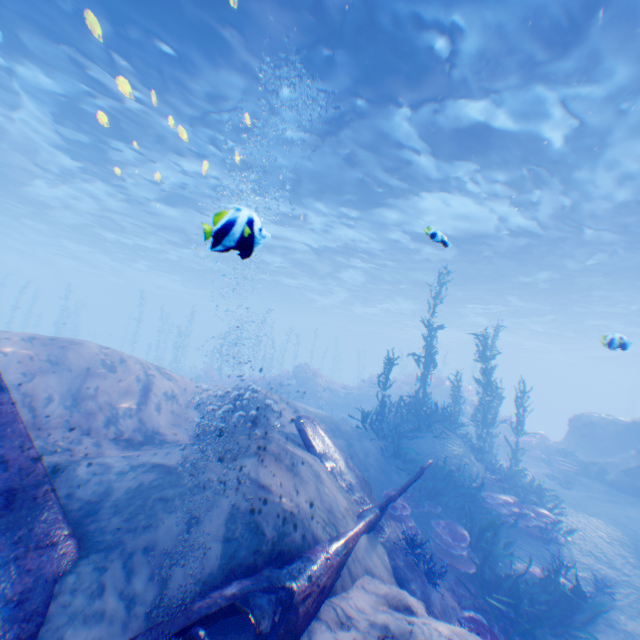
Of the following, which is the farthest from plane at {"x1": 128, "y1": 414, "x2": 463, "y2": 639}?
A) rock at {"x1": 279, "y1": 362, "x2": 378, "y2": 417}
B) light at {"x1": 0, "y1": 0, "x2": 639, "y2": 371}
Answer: rock at {"x1": 279, "y1": 362, "x2": 378, "y2": 417}

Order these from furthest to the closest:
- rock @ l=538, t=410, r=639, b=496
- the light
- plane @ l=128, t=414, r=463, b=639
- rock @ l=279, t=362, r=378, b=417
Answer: rock @ l=279, t=362, r=378, b=417 → rock @ l=538, t=410, r=639, b=496 → the light → plane @ l=128, t=414, r=463, b=639

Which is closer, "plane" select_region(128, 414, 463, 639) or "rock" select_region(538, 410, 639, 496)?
"plane" select_region(128, 414, 463, 639)

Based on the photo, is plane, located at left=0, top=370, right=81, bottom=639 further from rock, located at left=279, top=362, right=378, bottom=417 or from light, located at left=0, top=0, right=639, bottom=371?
rock, located at left=279, top=362, right=378, bottom=417

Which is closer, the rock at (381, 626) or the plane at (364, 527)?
the plane at (364, 527)

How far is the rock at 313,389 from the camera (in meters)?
22.51

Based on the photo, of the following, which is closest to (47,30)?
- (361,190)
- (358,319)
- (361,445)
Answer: (361,190)

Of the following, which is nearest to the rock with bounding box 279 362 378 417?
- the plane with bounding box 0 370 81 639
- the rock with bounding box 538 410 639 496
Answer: the rock with bounding box 538 410 639 496
